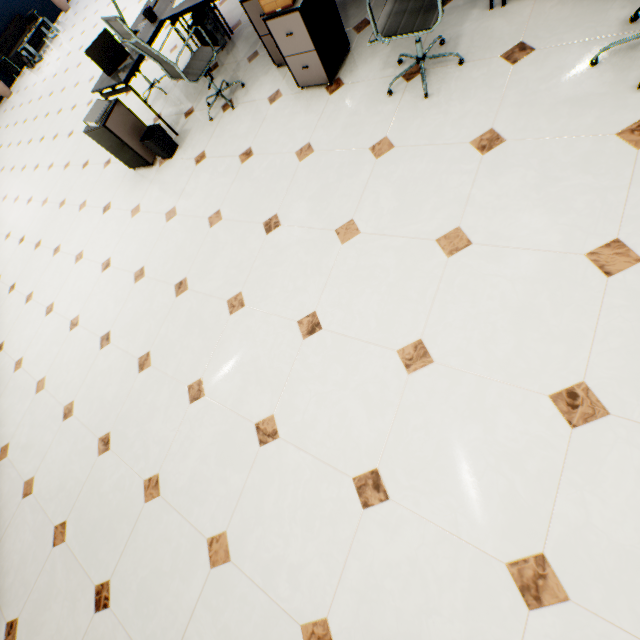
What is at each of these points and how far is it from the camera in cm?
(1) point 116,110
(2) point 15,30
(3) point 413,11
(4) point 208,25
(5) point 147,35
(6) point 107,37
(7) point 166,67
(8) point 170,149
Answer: (1) rolling cabinet, 365
(2) sofa, 1051
(3) chair, 216
(4) computer base unit, 414
(5) table, 362
(6) laptop, 344
(7) chair, 339
(8) trash can, 392

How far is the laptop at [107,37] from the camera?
3.4m

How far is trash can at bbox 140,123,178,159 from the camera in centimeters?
375cm

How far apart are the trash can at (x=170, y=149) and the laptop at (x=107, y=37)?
0.63m

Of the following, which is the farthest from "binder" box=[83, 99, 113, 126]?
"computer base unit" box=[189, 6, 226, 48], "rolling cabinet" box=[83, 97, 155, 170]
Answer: "computer base unit" box=[189, 6, 226, 48]

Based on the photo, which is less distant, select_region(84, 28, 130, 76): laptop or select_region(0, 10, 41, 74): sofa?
select_region(84, 28, 130, 76): laptop

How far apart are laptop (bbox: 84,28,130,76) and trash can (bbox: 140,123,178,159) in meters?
0.6

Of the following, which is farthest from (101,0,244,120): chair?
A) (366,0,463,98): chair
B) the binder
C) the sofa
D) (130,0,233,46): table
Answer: the sofa
